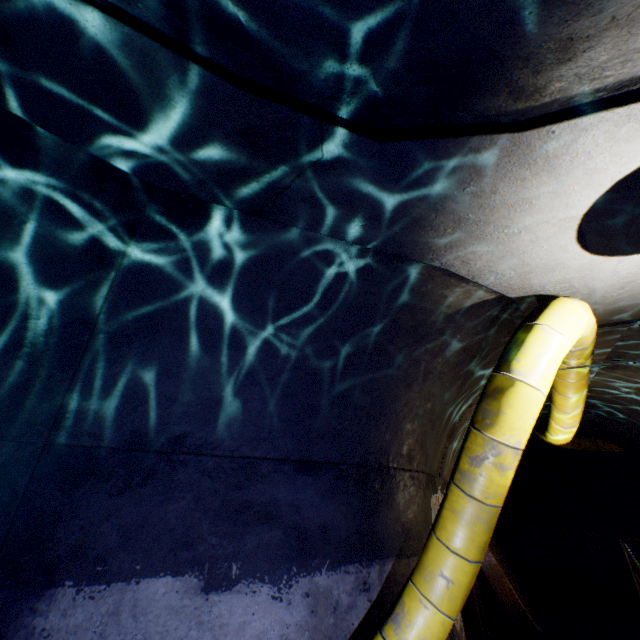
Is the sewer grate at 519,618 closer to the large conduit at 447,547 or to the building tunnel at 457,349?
the building tunnel at 457,349

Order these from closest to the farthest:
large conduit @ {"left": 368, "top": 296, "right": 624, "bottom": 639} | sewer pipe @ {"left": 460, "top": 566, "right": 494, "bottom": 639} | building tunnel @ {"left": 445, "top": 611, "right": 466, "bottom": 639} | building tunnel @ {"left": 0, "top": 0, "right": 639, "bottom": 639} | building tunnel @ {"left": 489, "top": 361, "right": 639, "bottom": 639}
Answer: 1. building tunnel @ {"left": 0, "top": 0, "right": 639, "bottom": 639}
2. large conduit @ {"left": 368, "top": 296, "right": 624, "bottom": 639}
3. building tunnel @ {"left": 445, "top": 611, "right": 466, "bottom": 639}
4. sewer pipe @ {"left": 460, "top": 566, "right": 494, "bottom": 639}
5. building tunnel @ {"left": 489, "top": 361, "right": 639, "bottom": 639}

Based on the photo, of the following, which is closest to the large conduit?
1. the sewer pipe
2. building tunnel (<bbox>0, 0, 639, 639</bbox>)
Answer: building tunnel (<bbox>0, 0, 639, 639</bbox>)

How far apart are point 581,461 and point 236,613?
13.2m

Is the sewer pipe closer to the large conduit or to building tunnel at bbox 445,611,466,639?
building tunnel at bbox 445,611,466,639

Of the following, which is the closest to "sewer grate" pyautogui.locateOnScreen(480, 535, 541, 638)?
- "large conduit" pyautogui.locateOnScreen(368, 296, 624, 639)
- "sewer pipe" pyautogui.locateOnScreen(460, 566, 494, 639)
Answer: "sewer pipe" pyautogui.locateOnScreen(460, 566, 494, 639)

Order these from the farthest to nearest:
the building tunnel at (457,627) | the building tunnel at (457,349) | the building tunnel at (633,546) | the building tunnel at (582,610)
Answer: the building tunnel at (633,546) < the building tunnel at (582,610) < the building tunnel at (457,627) < the building tunnel at (457,349)

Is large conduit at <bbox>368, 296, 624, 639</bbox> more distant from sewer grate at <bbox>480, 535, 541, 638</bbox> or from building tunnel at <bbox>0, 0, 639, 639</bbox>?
sewer grate at <bbox>480, 535, 541, 638</bbox>
